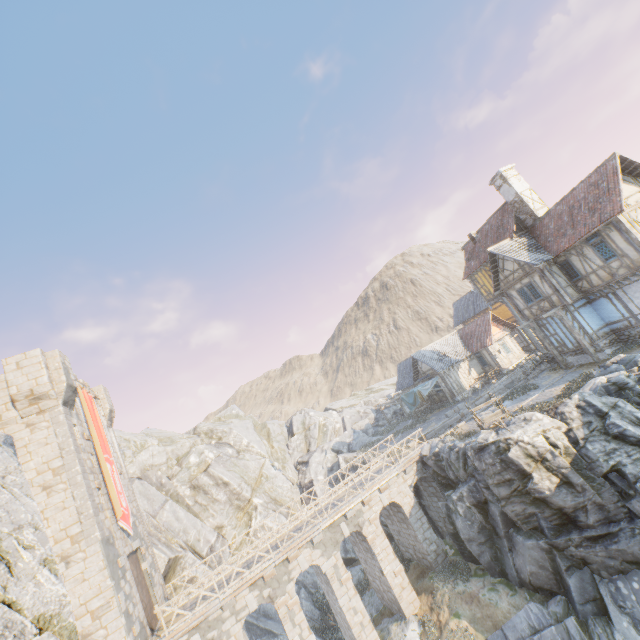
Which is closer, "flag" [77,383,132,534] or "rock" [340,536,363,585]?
"flag" [77,383,132,534]

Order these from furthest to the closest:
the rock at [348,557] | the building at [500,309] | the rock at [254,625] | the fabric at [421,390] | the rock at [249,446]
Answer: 1. the building at [500,309]
2. the fabric at [421,390]
3. the rock at [249,446]
4. the rock at [348,557]
5. the rock at [254,625]

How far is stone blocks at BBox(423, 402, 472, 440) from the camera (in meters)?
23.50

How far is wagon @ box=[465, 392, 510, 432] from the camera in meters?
17.7 m

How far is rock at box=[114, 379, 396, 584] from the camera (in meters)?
26.25

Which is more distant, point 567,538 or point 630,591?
point 567,538

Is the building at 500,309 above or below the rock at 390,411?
above
